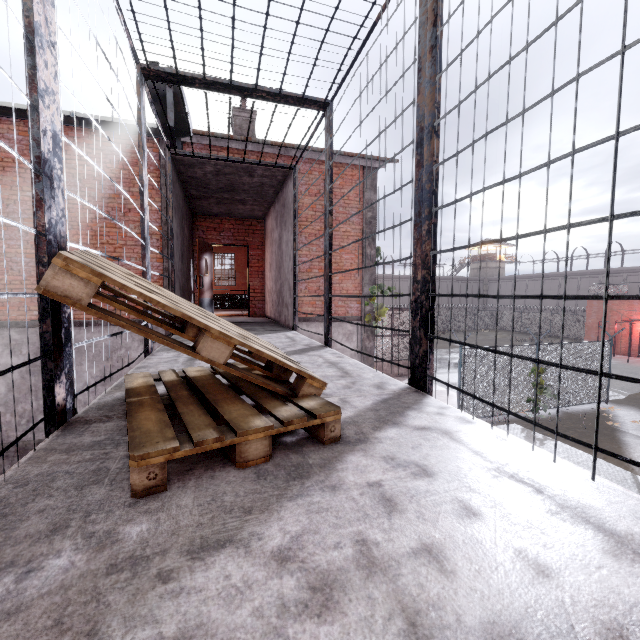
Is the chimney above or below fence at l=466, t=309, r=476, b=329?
above

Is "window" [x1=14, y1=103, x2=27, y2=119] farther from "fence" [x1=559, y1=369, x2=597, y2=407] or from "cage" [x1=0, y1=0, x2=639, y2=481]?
"fence" [x1=559, y1=369, x2=597, y2=407]

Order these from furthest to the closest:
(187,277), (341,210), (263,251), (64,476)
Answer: (341,210)
(263,251)
(187,277)
(64,476)

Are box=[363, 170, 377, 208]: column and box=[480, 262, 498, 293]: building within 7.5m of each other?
no

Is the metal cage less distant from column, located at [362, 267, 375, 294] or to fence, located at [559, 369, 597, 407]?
fence, located at [559, 369, 597, 407]

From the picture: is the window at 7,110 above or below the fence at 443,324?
above

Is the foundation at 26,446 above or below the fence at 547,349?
below

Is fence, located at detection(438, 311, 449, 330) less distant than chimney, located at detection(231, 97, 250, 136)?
No
